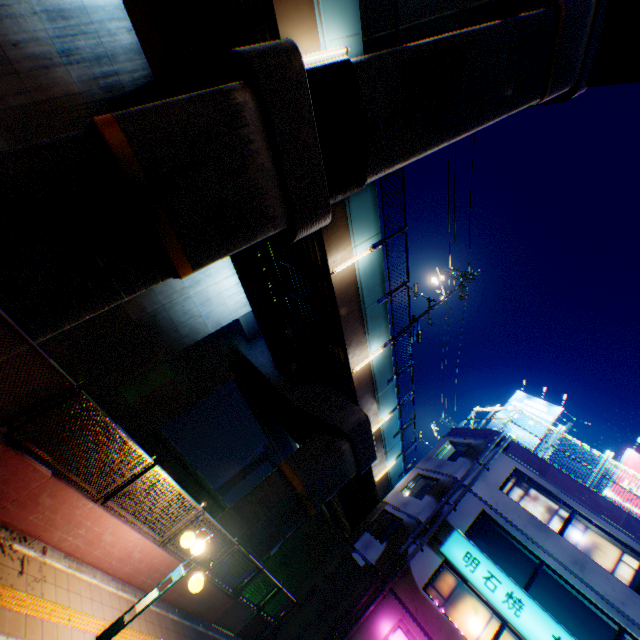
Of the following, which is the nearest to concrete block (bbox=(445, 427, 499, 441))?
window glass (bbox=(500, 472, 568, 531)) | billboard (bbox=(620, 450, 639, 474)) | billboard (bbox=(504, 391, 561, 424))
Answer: billboard (bbox=(504, 391, 561, 424))

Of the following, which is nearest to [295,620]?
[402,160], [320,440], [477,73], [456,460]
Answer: [320,440]

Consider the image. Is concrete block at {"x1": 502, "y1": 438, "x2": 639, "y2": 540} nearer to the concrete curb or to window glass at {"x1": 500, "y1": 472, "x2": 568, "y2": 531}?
window glass at {"x1": 500, "y1": 472, "x2": 568, "y2": 531}

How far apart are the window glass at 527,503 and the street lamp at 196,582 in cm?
1559

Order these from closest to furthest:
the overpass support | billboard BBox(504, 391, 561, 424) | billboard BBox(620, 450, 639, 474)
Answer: the overpass support < billboard BBox(620, 450, 639, 474) < billboard BBox(504, 391, 561, 424)

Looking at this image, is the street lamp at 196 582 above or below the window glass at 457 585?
below

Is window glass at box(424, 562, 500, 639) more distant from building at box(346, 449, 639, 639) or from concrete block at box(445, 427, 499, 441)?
concrete block at box(445, 427, 499, 441)

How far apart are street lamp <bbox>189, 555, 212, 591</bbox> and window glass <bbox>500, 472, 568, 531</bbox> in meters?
15.6
